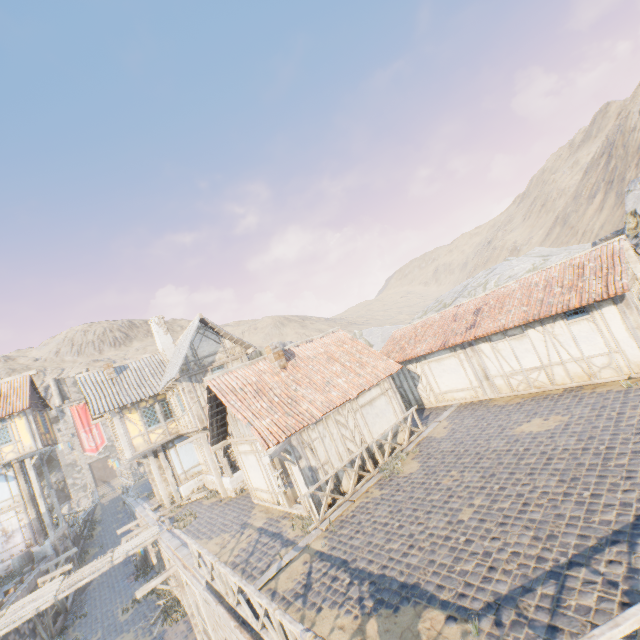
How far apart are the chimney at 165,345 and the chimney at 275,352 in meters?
11.7 m

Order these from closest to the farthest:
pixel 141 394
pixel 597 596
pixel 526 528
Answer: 1. pixel 597 596
2. pixel 526 528
3. pixel 141 394

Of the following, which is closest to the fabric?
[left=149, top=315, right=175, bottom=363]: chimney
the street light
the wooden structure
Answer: the street light

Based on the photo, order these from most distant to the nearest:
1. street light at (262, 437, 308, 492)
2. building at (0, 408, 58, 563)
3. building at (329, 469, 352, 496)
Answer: building at (0, 408, 58, 563) < building at (329, 469, 352, 496) < street light at (262, 437, 308, 492)

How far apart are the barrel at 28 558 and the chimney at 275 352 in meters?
22.0

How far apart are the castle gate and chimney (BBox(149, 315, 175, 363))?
42.06m

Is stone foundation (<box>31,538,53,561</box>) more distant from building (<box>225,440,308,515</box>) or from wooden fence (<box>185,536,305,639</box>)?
wooden fence (<box>185,536,305,639</box>)

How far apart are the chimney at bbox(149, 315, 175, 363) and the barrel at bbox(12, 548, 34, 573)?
14.36m
